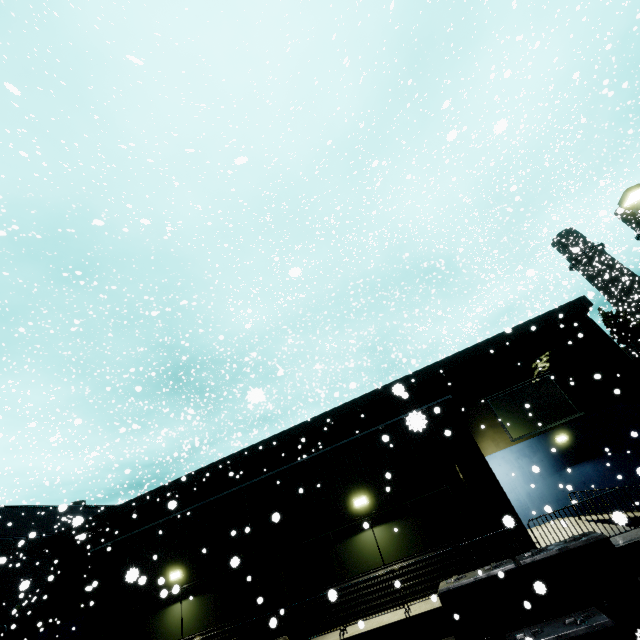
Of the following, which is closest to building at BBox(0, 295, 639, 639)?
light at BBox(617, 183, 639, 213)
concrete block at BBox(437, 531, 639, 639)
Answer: concrete block at BBox(437, 531, 639, 639)

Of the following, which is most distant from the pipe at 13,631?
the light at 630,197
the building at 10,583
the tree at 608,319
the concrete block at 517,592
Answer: the light at 630,197

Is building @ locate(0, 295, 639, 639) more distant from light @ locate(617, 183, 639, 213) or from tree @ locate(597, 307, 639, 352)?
light @ locate(617, 183, 639, 213)

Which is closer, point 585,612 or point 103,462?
point 585,612

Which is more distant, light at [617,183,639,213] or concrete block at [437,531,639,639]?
light at [617,183,639,213]

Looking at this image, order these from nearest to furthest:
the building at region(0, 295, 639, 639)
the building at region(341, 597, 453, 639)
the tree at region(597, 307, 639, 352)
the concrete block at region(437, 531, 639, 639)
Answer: the concrete block at region(437, 531, 639, 639) < the building at region(341, 597, 453, 639) < the building at region(0, 295, 639, 639) < the tree at region(597, 307, 639, 352)
